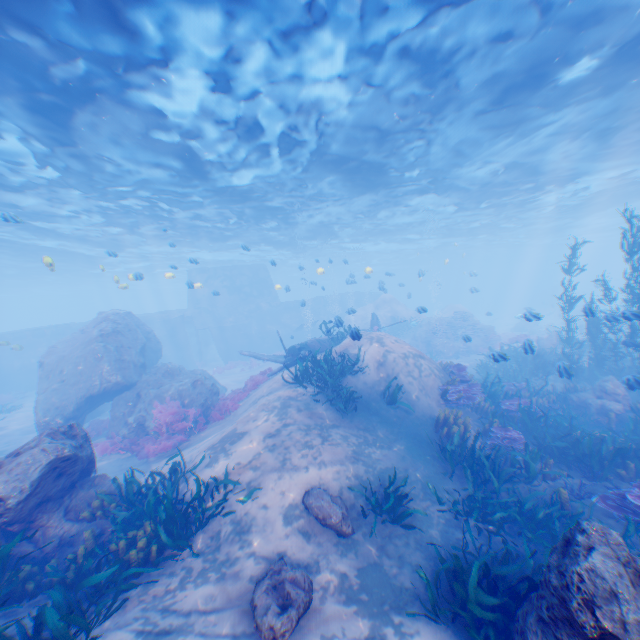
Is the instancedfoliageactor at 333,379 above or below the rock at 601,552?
above

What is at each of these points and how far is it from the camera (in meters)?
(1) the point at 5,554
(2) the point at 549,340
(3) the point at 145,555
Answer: (1) instancedfoliageactor, 5.19
(2) rock, 20.20
(3) instancedfoliageactor, 6.18

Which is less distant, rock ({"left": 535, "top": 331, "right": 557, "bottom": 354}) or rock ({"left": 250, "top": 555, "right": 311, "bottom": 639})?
rock ({"left": 250, "top": 555, "right": 311, "bottom": 639})

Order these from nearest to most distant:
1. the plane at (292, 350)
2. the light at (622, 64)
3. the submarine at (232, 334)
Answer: the light at (622, 64) → the plane at (292, 350) → the submarine at (232, 334)

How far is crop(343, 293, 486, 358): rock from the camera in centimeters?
2670cm

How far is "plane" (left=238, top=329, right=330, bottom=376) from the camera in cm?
1513

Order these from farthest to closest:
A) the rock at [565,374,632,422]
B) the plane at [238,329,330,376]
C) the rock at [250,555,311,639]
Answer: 1. the plane at [238,329,330,376]
2. the rock at [565,374,632,422]
3. the rock at [250,555,311,639]

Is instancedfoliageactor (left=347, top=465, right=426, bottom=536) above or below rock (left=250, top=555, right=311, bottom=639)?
above
